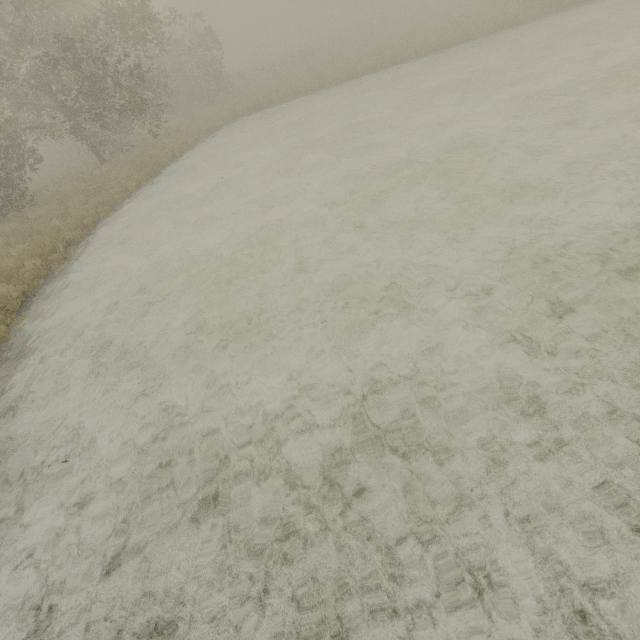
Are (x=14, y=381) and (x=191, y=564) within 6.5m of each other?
yes
